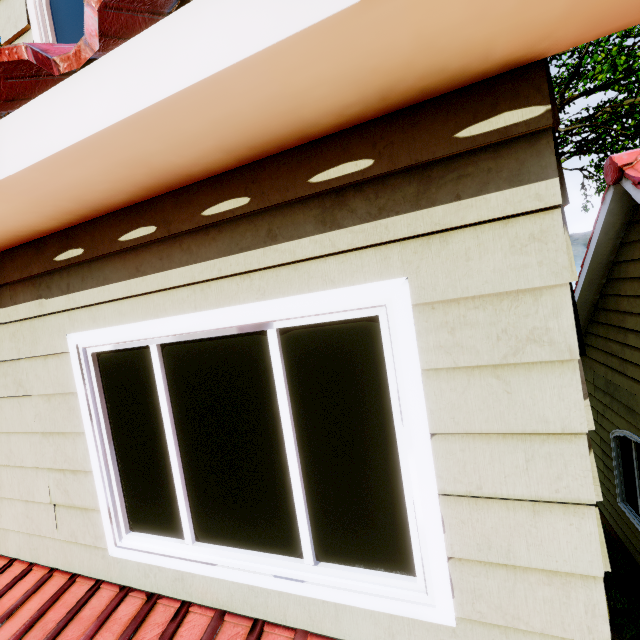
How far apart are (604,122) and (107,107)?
16.50m
